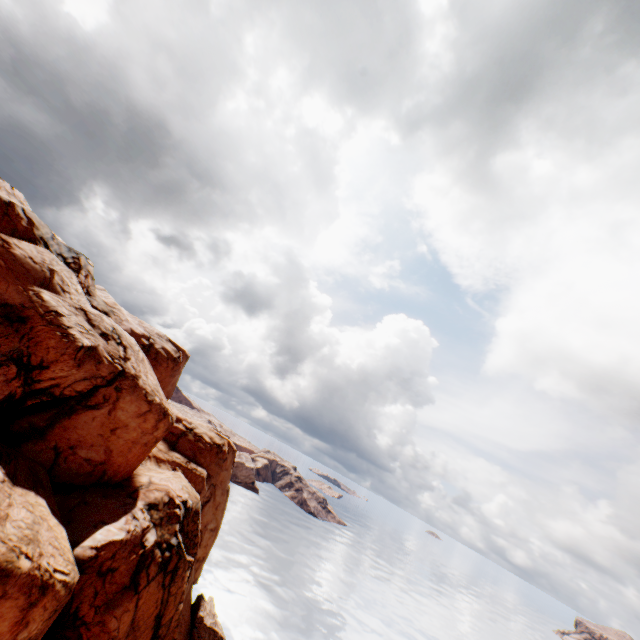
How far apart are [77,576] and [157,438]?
13.8 meters
